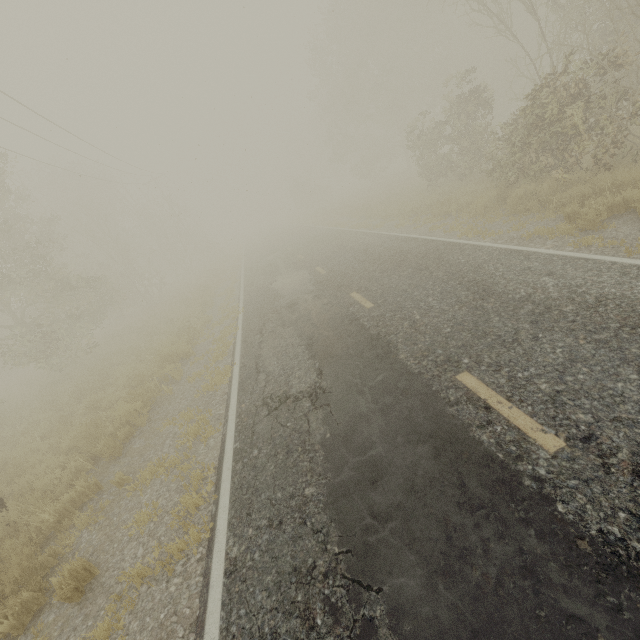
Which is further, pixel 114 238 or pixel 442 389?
pixel 114 238

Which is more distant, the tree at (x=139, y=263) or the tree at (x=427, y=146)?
the tree at (x=139, y=263)

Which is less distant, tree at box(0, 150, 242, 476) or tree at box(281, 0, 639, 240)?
tree at box(281, 0, 639, 240)
